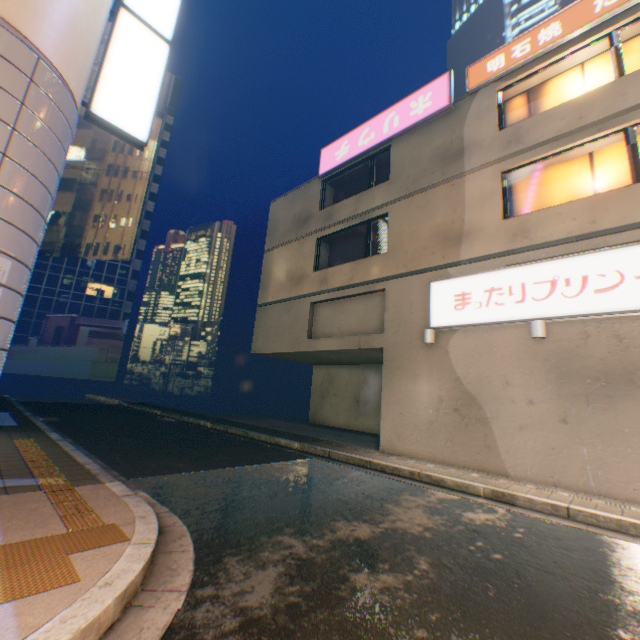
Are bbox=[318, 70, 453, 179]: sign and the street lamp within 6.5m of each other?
no

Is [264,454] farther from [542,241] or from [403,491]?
[542,241]

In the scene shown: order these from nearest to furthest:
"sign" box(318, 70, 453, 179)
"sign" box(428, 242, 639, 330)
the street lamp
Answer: "sign" box(428, 242, 639, 330) < the street lamp < "sign" box(318, 70, 453, 179)

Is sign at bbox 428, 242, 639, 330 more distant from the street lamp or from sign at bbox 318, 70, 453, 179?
sign at bbox 318, 70, 453, 179

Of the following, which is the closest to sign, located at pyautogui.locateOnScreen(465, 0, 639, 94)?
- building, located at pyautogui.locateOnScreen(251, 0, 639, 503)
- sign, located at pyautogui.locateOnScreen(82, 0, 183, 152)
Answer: building, located at pyautogui.locateOnScreen(251, 0, 639, 503)

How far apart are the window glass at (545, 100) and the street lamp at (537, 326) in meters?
6.2 m

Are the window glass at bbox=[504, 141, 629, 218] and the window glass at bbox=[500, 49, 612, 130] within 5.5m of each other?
yes

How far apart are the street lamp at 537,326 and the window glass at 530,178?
3.3m
